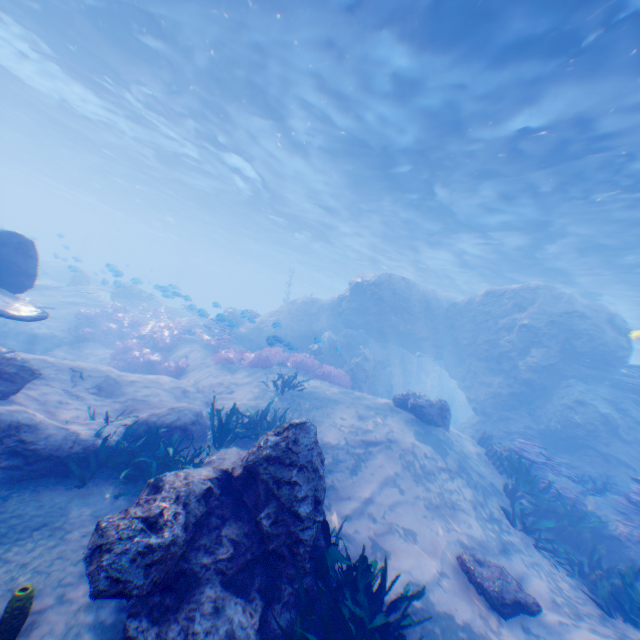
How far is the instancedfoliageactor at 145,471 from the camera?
5.5 meters

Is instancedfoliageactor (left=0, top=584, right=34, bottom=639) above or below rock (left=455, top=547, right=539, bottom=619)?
below

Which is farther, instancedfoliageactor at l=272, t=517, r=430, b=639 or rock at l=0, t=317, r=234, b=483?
rock at l=0, t=317, r=234, b=483

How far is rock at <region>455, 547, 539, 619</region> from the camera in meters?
5.2

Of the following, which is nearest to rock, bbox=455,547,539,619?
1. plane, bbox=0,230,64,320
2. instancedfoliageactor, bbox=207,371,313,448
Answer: plane, bbox=0,230,64,320

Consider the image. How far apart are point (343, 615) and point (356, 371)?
12.5 meters

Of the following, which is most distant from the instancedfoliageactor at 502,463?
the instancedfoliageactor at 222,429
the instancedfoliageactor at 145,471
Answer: the instancedfoliageactor at 145,471

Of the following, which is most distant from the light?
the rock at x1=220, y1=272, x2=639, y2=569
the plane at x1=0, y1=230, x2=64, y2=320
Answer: the plane at x1=0, y1=230, x2=64, y2=320
